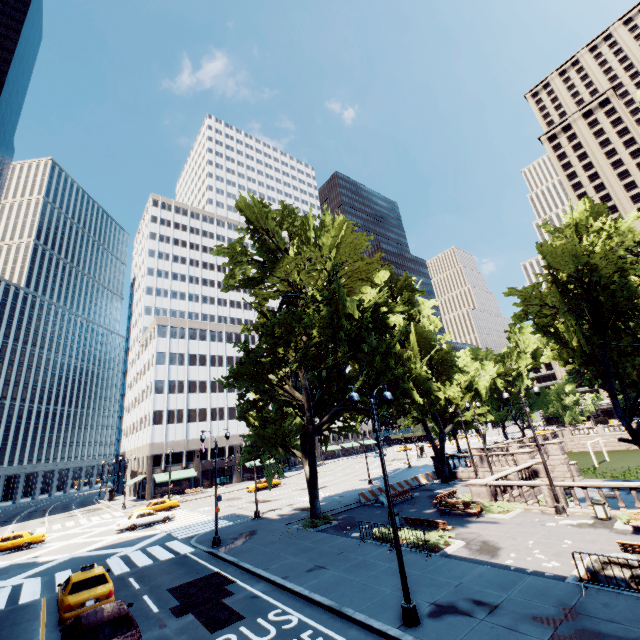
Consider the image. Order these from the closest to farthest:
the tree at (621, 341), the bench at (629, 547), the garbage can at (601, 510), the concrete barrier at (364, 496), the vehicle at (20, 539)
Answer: the bench at (629, 547), the garbage can at (601, 510), the tree at (621, 341), the vehicle at (20, 539), the concrete barrier at (364, 496)

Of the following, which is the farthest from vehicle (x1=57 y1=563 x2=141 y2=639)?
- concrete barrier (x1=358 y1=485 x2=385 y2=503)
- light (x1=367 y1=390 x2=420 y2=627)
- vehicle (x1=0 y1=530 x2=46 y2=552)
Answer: vehicle (x1=0 y1=530 x2=46 y2=552)

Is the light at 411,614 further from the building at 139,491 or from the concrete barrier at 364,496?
the building at 139,491

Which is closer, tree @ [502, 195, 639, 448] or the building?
tree @ [502, 195, 639, 448]

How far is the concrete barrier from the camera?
29.0 meters

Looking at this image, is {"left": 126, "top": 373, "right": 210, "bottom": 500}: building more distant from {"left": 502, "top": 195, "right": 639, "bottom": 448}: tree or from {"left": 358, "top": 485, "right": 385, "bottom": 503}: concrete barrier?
{"left": 358, "top": 485, "right": 385, "bottom": 503}: concrete barrier

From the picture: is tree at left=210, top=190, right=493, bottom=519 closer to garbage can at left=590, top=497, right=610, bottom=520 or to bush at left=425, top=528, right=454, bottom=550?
bush at left=425, top=528, right=454, bottom=550

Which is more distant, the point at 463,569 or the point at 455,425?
the point at 455,425
